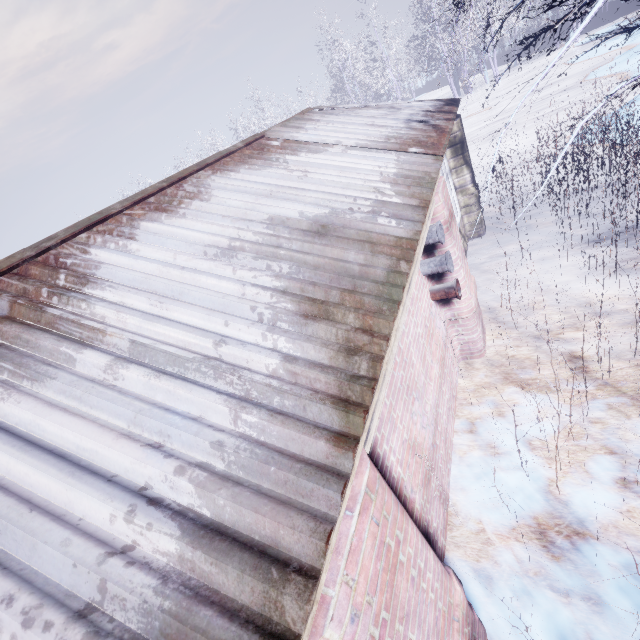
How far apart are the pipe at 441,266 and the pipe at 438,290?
0.2 meters

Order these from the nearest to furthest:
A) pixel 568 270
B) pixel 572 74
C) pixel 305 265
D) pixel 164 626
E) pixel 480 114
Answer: pixel 164 626
pixel 305 265
pixel 568 270
pixel 572 74
pixel 480 114

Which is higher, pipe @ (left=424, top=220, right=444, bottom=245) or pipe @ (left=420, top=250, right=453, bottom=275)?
pipe @ (left=424, top=220, right=444, bottom=245)

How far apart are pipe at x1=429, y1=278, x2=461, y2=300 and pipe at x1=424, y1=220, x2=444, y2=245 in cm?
47

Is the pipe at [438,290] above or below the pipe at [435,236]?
below

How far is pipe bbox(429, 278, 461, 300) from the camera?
3.3m

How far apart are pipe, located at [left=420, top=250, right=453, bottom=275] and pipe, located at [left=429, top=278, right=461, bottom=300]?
0.2m

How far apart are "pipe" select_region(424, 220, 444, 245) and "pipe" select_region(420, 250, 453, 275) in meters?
0.1
